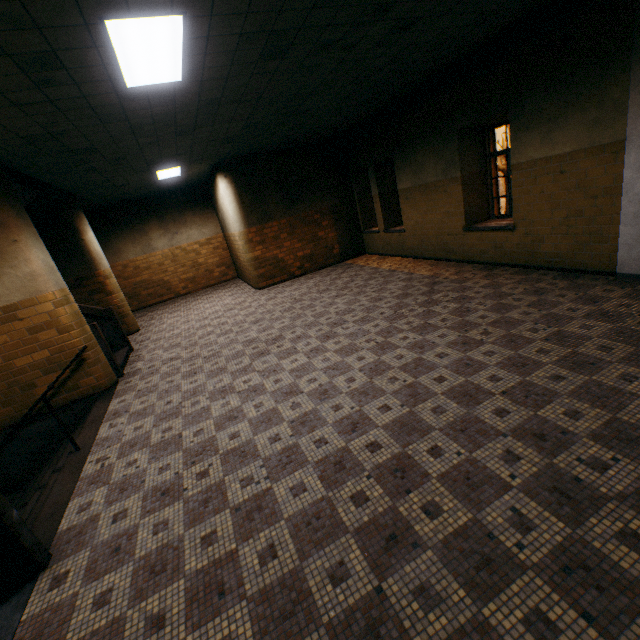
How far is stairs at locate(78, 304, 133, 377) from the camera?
6.26m

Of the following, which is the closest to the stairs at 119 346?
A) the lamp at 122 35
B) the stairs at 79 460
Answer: the stairs at 79 460

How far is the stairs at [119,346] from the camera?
6.3m

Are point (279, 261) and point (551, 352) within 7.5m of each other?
no

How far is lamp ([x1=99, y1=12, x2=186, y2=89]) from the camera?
2.65m

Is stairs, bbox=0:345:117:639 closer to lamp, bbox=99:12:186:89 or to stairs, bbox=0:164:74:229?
stairs, bbox=0:164:74:229

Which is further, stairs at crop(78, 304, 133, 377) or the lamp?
stairs at crop(78, 304, 133, 377)
